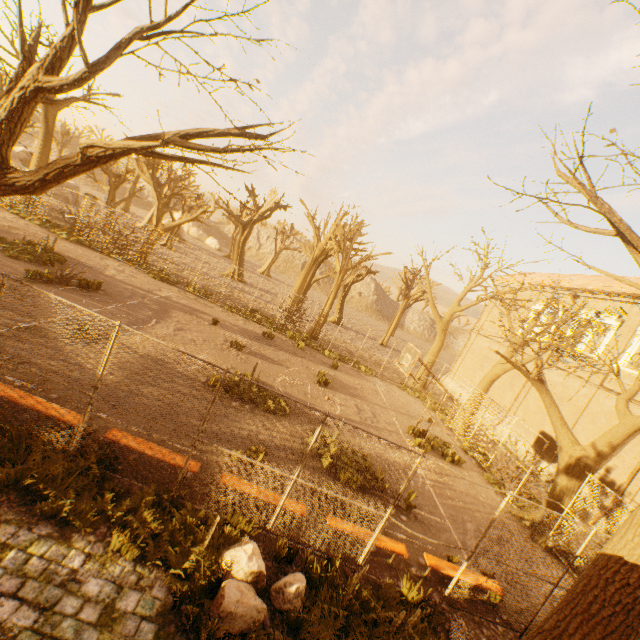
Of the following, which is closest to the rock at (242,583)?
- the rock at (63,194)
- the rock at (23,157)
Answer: the rock at (63,194)

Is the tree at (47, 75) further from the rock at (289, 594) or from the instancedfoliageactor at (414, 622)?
the rock at (289, 594)

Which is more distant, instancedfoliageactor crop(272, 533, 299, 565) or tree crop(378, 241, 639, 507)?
tree crop(378, 241, 639, 507)

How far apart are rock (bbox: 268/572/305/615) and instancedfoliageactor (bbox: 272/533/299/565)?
0.29m

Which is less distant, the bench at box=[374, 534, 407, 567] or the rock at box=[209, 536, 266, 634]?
the rock at box=[209, 536, 266, 634]

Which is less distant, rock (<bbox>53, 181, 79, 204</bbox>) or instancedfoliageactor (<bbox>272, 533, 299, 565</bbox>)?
instancedfoliageactor (<bbox>272, 533, 299, 565</bbox>)

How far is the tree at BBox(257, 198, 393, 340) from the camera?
24.3 meters

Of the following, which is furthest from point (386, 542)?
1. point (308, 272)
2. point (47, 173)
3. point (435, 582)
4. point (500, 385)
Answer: point (308, 272)
